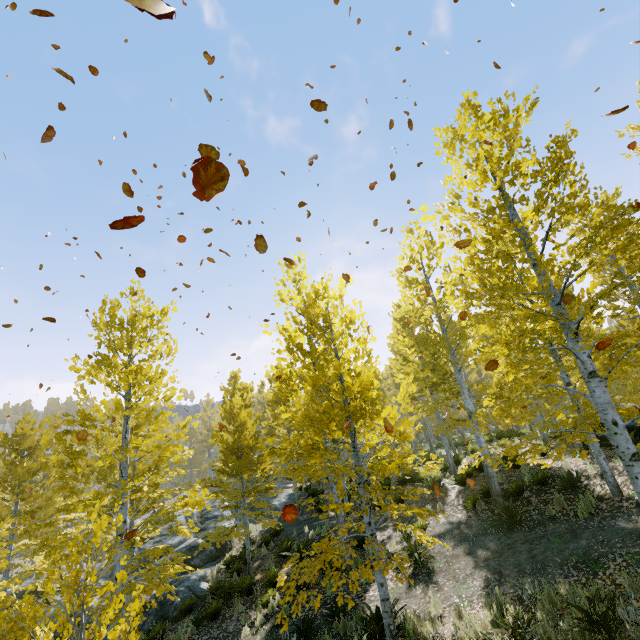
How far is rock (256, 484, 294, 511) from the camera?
23.8m

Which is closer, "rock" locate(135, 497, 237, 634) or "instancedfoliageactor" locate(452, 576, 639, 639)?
"instancedfoliageactor" locate(452, 576, 639, 639)

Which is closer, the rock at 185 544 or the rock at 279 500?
the rock at 185 544

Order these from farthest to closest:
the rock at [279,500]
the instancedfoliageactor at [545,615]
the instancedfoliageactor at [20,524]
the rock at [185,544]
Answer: the rock at [279,500], the rock at [185,544], the instancedfoliageactor at [20,524], the instancedfoliageactor at [545,615]

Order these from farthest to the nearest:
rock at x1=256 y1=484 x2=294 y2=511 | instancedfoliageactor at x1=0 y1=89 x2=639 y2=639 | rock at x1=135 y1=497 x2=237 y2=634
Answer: rock at x1=256 y1=484 x2=294 y2=511 < rock at x1=135 y1=497 x2=237 y2=634 < instancedfoliageactor at x1=0 y1=89 x2=639 y2=639

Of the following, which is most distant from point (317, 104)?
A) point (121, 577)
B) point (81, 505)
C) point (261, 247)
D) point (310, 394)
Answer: point (81, 505)
